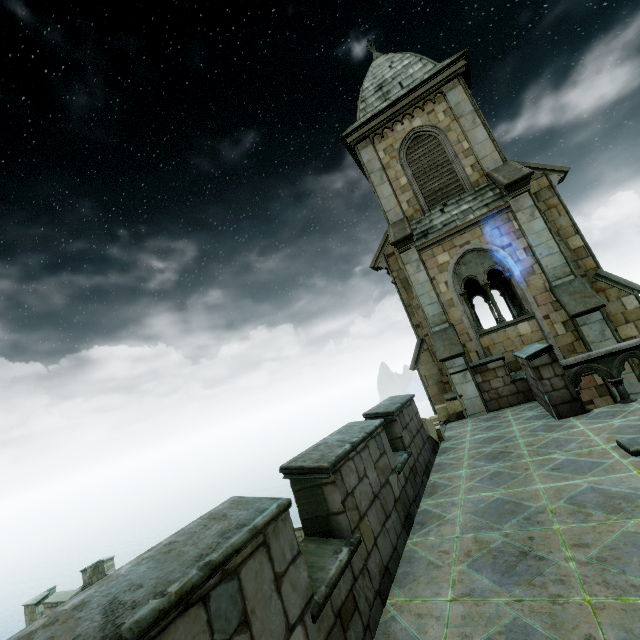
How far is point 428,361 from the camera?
13.14m
